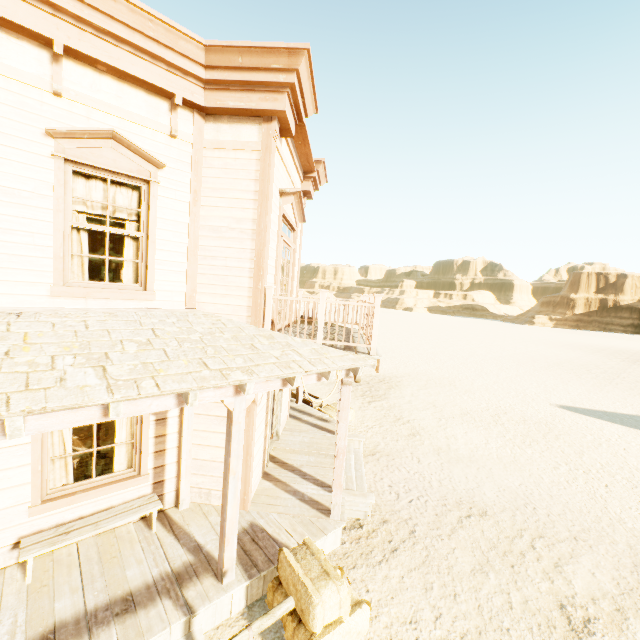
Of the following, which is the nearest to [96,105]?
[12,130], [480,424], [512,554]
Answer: [12,130]

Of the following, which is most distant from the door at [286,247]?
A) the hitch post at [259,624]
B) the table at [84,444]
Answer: the hitch post at [259,624]

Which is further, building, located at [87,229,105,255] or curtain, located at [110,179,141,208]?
building, located at [87,229,105,255]

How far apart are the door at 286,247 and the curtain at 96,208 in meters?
2.4 m

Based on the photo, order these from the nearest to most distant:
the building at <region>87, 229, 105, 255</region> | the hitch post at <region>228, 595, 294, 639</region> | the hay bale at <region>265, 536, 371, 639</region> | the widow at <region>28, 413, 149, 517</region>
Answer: the hitch post at <region>228, 595, 294, 639</region>
the hay bale at <region>265, 536, 371, 639</region>
the widow at <region>28, 413, 149, 517</region>
the building at <region>87, 229, 105, 255</region>

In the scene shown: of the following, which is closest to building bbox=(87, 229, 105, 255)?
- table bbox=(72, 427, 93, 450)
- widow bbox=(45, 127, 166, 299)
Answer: widow bbox=(45, 127, 166, 299)

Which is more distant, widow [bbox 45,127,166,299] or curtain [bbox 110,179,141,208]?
curtain [bbox 110,179,141,208]

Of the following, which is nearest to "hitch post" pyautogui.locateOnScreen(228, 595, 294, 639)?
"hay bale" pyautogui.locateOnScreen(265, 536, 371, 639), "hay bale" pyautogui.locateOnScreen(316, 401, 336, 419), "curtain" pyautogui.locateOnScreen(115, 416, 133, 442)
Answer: "hay bale" pyautogui.locateOnScreen(265, 536, 371, 639)
